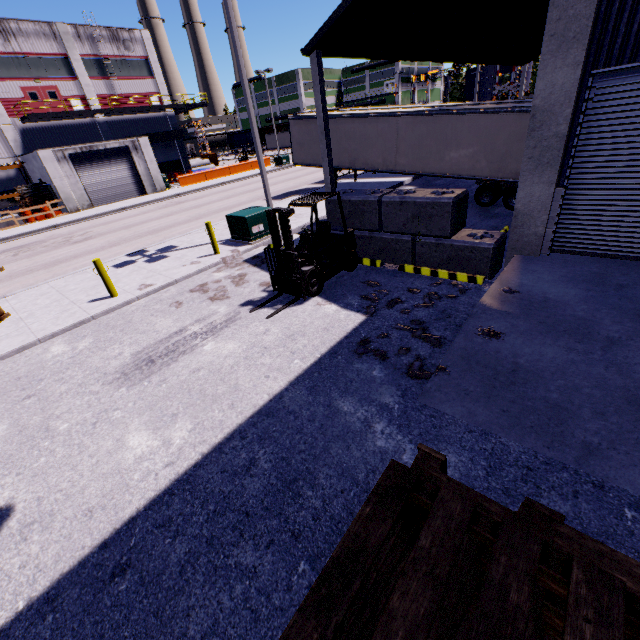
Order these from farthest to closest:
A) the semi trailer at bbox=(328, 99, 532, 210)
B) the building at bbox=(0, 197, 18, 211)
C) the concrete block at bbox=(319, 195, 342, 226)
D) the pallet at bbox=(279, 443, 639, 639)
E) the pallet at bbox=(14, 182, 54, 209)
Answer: the building at bbox=(0, 197, 18, 211)
the pallet at bbox=(14, 182, 54, 209)
the semi trailer at bbox=(328, 99, 532, 210)
the concrete block at bbox=(319, 195, 342, 226)
the pallet at bbox=(279, 443, 639, 639)

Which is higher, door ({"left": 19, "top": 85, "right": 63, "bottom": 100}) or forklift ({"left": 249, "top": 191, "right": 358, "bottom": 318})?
door ({"left": 19, "top": 85, "right": 63, "bottom": 100})

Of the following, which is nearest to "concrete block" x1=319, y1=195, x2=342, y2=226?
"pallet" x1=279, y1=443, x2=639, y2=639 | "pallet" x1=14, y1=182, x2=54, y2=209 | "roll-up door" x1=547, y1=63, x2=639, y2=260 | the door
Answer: "roll-up door" x1=547, y1=63, x2=639, y2=260

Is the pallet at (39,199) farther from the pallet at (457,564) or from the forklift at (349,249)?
the pallet at (457,564)

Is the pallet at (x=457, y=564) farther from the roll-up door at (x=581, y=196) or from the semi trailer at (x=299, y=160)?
the semi trailer at (x=299, y=160)

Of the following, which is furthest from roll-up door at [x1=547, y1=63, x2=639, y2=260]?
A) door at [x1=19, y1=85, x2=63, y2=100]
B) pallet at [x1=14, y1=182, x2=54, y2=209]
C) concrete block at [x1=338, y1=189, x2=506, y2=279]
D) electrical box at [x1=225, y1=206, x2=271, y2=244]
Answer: door at [x1=19, y1=85, x2=63, y2=100]

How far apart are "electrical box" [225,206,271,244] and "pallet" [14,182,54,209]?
25.4m

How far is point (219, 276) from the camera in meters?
10.4
